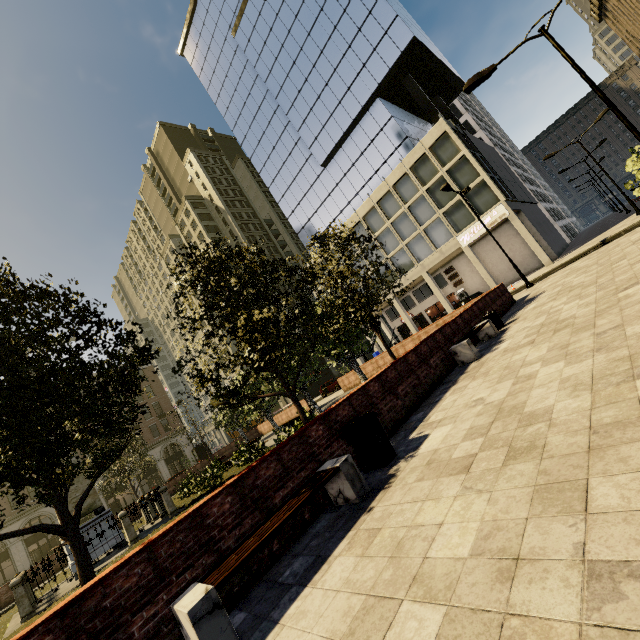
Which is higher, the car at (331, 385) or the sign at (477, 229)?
the sign at (477, 229)

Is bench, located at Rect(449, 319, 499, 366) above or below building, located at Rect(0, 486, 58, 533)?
below

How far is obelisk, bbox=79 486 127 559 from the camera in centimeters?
1373cm

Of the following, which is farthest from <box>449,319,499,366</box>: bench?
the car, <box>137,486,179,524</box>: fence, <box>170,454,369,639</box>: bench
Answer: the car

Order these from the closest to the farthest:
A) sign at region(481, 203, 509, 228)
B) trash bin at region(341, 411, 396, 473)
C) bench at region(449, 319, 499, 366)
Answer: trash bin at region(341, 411, 396, 473)
bench at region(449, 319, 499, 366)
sign at region(481, 203, 509, 228)

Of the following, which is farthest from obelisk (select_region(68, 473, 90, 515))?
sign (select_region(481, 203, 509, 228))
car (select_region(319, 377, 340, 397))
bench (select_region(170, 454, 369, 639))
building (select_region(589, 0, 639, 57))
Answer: building (select_region(589, 0, 639, 57))

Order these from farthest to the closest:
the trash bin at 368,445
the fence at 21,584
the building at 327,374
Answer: the building at 327,374 < the fence at 21,584 < the trash bin at 368,445

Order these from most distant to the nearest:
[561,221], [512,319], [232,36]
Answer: [561,221]
[232,36]
[512,319]
